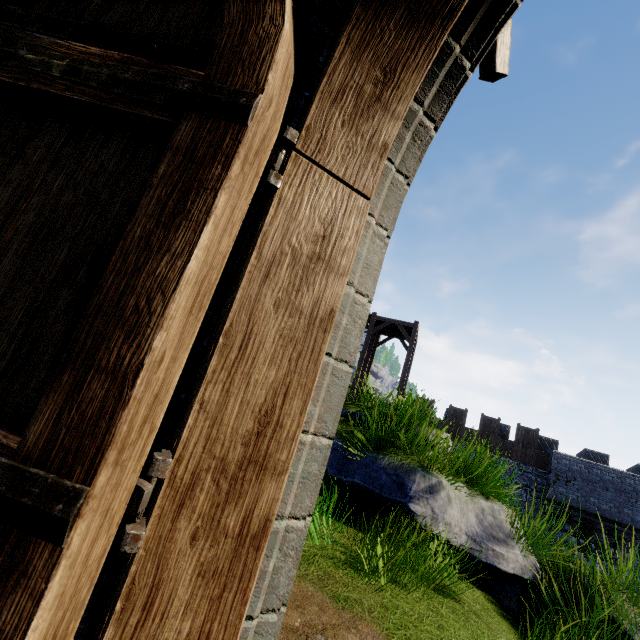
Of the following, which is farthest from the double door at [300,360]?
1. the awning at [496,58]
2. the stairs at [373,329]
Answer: the stairs at [373,329]

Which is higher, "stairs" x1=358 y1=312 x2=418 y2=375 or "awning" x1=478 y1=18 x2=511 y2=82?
"stairs" x1=358 y1=312 x2=418 y2=375

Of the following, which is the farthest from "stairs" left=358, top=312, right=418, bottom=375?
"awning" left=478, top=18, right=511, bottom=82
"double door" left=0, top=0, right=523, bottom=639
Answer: "double door" left=0, top=0, right=523, bottom=639

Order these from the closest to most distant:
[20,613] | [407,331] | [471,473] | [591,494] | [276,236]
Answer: [20,613]
[276,236]
[471,473]
[591,494]
[407,331]

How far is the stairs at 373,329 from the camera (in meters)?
21.69

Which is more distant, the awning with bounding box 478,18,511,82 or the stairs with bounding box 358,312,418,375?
the stairs with bounding box 358,312,418,375

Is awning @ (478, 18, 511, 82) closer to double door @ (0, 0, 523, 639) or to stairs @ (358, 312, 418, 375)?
double door @ (0, 0, 523, 639)
